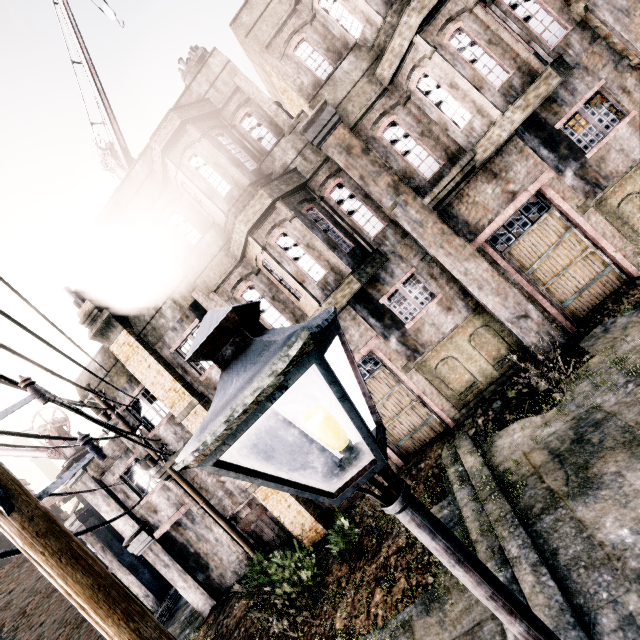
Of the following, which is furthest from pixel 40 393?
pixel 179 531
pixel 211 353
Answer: pixel 179 531

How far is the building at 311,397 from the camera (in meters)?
10.94

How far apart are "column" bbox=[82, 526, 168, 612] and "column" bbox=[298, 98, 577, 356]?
26.05m

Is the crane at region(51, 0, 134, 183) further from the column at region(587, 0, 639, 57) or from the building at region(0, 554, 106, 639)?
the building at region(0, 554, 106, 639)

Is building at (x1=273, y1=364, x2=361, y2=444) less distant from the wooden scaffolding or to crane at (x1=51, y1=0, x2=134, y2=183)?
the wooden scaffolding

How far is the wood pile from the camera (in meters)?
18.78

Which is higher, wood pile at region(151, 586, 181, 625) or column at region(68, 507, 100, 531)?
column at region(68, 507, 100, 531)
